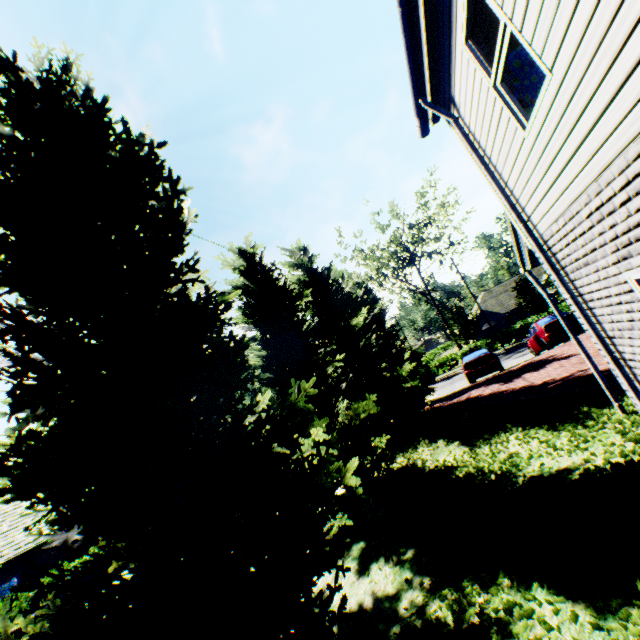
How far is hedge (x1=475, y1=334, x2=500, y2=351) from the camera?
38.0m

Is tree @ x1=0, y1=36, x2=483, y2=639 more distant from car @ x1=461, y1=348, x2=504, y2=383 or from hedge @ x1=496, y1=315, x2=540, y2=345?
hedge @ x1=496, y1=315, x2=540, y2=345

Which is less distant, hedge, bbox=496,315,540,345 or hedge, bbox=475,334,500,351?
hedge, bbox=496,315,540,345

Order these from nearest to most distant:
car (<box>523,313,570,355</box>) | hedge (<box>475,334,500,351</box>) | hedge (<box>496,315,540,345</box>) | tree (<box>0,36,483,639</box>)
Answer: tree (<box>0,36,483,639</box>) → car (<box>523,313,570,355</box>) → hedge (<box>496,315,540,345</box>) → hedge (<box>475,334,500,351</box>)

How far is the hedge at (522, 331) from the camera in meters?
36.8

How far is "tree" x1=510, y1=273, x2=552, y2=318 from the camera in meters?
33.3 m

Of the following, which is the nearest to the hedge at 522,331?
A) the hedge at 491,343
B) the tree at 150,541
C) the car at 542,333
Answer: the hedge at 491,343

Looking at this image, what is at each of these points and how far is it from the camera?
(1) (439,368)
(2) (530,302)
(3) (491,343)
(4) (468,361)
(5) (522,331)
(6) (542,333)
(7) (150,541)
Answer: (1) hedge, 40.8 meters
(2) tree, 34.0 meters
(3) hedge, 38.0 meters
(4) car, 17.4 meters
(5) hedge, 36.8 meters
(6) car, 15.8 meters
(7) tree, 3.0 meters
